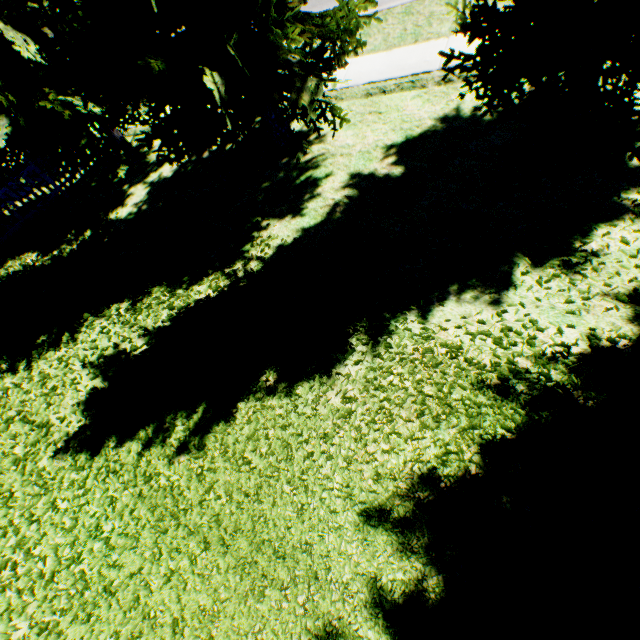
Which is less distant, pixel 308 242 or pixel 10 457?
pixel 10 457

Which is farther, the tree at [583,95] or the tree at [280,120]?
the tree at [280,120]

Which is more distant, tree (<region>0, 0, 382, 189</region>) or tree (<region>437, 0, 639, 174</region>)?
tree (<region>0, 0, 382, 189</region>)
